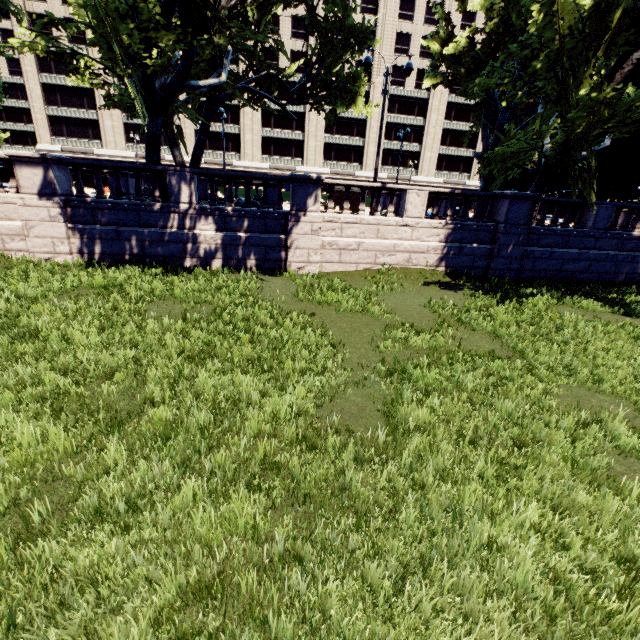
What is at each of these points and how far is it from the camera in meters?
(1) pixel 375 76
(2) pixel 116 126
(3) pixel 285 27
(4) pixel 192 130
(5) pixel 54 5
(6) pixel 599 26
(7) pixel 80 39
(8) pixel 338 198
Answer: (1) building, 49.7 m
(2) building, 47.0 m
(3) building, 46.3 m
(4) building, 48.7 m
(5) building, 41.9 m
(6) tree, 11.2 m
(7) building, 43.6 m
(8) bus stop, 27.9 m

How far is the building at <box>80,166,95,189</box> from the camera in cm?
4822

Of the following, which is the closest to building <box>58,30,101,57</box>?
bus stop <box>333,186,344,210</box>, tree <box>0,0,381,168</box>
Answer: Result: tree <box>0,0,381,168</box>

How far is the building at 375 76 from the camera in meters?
49.0

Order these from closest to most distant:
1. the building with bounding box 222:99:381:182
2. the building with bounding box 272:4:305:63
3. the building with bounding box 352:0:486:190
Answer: the building with bounding box 272:4:305:63 → the building with bounding box 352:0:486:190 → the building with bounding box 222:99:381:182

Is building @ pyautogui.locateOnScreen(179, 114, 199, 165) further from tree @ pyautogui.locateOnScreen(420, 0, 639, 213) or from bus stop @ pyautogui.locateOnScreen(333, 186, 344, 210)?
bus stop @ pyautogui.locateOnScreen(333, 186, 344, 210)

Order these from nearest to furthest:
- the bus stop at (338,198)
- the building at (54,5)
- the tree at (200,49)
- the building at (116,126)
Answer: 1. the tree at (200,49)
2. the bus stop at (338,198)
3. the building at (54,5)
4. the building at (116,126)

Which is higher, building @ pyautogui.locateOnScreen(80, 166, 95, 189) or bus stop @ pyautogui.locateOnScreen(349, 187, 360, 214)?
building @ pyautogui.locateOnScreen(80, 166, 95, 189)
